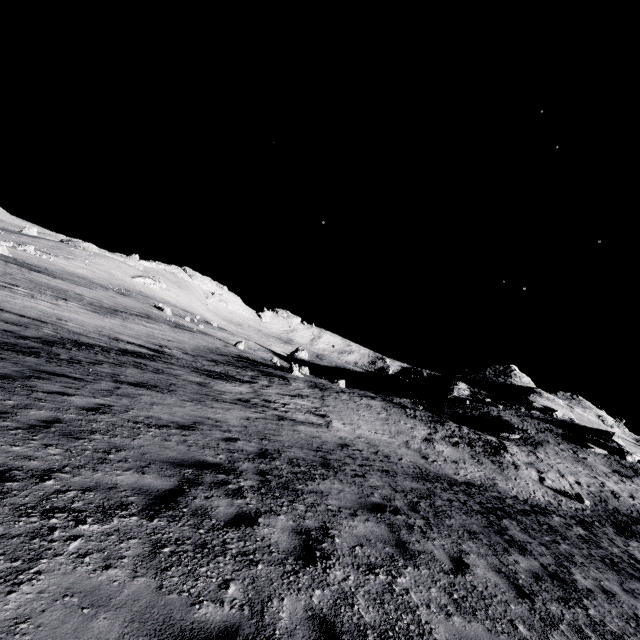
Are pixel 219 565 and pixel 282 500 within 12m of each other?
yes
